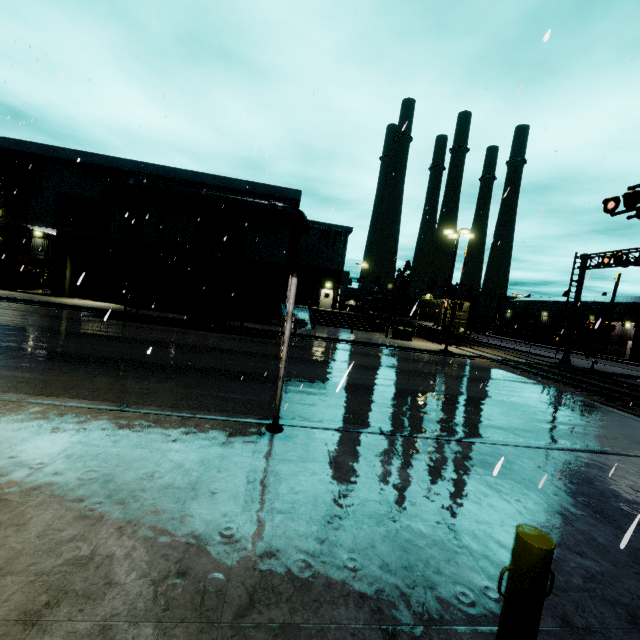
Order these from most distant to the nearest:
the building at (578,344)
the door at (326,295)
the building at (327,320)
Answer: the building at (578,344) < the door at (326,295) < the building at (327,320)

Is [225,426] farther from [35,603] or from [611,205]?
[611,205]

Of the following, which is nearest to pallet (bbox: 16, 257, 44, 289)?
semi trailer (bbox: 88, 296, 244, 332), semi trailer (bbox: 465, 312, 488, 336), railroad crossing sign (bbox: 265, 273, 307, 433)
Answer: semi trailer (bbox: 88, 296, 244, 332)

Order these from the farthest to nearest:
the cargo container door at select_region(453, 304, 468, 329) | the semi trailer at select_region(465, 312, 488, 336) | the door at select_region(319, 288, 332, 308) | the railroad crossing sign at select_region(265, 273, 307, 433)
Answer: the semi trailer at select_region(465, 312, 488, 336), the door at select_region(319, 288, 332, 308), the cargo container door at select_region(453, 304, 468, 329), the railroad crossing sign at select_region(265, 273, 307, 433)

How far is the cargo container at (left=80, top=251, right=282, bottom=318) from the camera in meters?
18.0 m

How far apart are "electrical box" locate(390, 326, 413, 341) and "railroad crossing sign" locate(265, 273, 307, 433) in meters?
21.7 m

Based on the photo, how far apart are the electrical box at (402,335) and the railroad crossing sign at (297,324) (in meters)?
21.73

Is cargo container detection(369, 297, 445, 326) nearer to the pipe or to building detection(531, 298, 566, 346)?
the pipe
